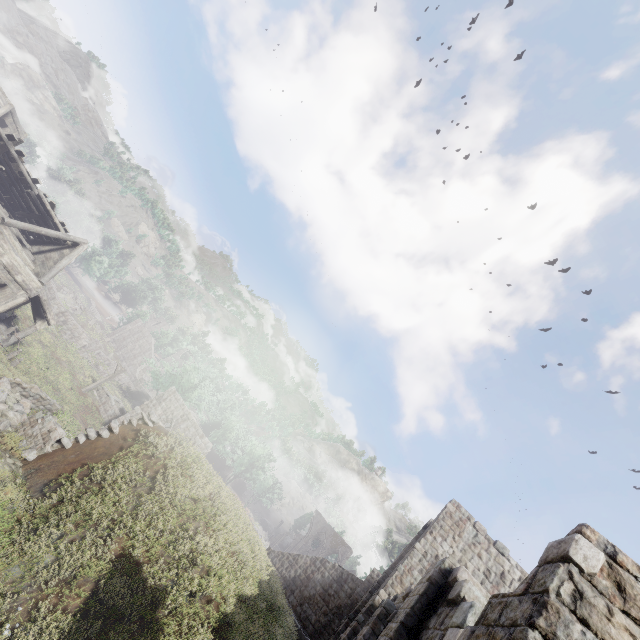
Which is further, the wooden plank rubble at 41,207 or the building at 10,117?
the building at 10,117

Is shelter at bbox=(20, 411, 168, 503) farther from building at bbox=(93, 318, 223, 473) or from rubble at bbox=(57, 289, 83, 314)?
rubble at bbox=(57, 289, 83, 314)

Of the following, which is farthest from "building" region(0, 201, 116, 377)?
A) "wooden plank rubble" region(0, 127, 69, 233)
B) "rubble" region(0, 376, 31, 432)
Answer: "rubble" region(0, 376, 31, 432)

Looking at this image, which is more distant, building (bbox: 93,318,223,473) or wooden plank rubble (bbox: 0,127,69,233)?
building (bbox: 93,318,223,473)

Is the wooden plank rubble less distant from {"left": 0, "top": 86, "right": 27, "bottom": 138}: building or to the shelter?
{"left": 0, "top": 86, "right": 27, "bottom": 138}: building

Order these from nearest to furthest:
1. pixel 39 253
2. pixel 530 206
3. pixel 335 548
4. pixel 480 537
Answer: pixel 480 537, pixel 39 253, pixel 530 206, pixel 335 548

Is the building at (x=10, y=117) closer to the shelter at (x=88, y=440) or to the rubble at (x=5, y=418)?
the shelter at (x=88, y=440)

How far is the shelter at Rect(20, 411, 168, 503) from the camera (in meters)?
7.64
